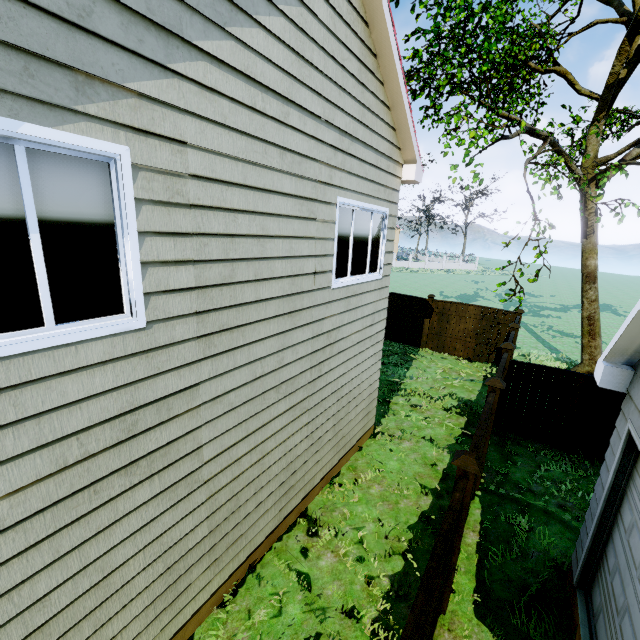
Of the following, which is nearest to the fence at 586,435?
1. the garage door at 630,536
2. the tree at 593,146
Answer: the garage door at 630,536

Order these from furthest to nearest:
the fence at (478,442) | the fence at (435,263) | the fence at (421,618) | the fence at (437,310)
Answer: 1. the fence at (435,263)
2. the fence at (437,310)
3. the fence at (478,442)
4. the fence at (421,618)

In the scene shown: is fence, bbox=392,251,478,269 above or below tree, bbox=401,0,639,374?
below

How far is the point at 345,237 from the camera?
5.3 meters

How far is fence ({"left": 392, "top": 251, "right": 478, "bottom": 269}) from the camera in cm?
5612

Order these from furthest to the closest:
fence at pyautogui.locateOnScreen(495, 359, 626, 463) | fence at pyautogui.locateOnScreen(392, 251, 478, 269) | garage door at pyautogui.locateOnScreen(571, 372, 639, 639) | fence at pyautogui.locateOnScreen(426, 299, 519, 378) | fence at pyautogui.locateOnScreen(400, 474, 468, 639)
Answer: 1. fence at pyautogui.locateOnScreen(392, 251, 478, 269)
2. fence at pyautogui.locateOnScreen(426, 299, 519, 378)
3. fence at pyautogui.locateOnScreen(495, 359, 626, 463)
4. garage door at pyautogui.locateOnScreen(571, 372, 639, 639)
5. fence at pyautogui.locateOnScreen(400, 474, 468, 639)
